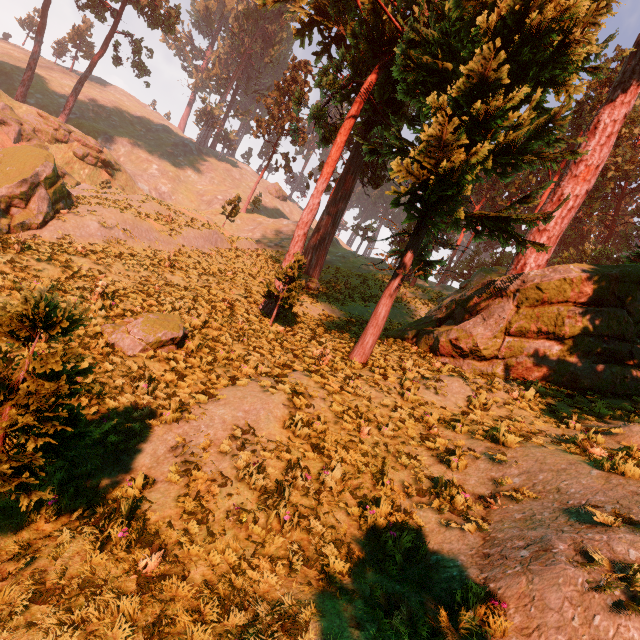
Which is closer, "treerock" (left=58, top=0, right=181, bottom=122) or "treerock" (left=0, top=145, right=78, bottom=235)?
"treerock" (left=0, top=145, right=78, bottom=235)

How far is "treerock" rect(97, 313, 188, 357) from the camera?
8.75m

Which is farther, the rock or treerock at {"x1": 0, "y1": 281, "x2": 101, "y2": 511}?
the rock

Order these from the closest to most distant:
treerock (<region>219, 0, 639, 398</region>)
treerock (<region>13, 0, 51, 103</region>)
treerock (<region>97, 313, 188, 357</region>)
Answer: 1. treerock (<region>97, 313, 188, 357</region>)
2. treerock (<region>219, 0, 639, 398</region>)
3. treerock (<region>13, 0, 51, 103</region>)

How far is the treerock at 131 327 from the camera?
8.75m

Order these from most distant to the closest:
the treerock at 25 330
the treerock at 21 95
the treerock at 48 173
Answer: the treerock at 21 95 → the treerock at 48 173 → the treerock at 25 330

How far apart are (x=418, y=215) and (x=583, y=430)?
8.5m
